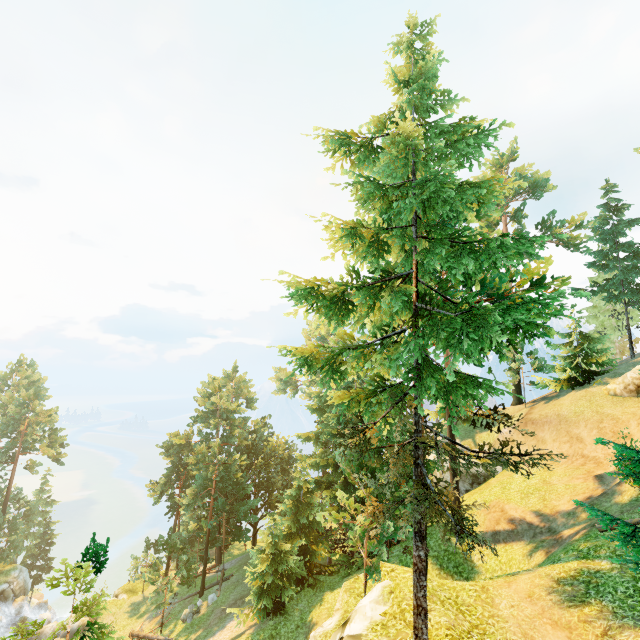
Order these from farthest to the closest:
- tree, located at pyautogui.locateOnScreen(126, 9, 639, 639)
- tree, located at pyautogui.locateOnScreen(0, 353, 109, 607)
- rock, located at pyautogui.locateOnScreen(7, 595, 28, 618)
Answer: rock, located at pyautogui.locateOnScreen(7, 595, 28, 618)
tree, located at pyautogui.locateOnScreen(126, 9, 639, 639)
tree, located at pyautogui.locateOnScreen(0, 353, 109, 607)

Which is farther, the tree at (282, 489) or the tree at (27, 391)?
the tree at (282, 489)

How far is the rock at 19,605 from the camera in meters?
37.0 m

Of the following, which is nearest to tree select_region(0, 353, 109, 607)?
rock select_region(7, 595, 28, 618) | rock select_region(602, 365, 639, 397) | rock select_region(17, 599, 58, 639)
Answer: rock select_region(7, 595, 28, 618)

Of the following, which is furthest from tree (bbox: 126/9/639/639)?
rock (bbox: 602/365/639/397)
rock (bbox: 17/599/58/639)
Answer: rock (bbox: 602/365/639/397)

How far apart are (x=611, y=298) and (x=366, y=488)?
34.0 meters

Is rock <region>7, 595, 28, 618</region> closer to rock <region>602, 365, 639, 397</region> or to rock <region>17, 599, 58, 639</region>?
rock <region>17, 599, 58, 639</region>
